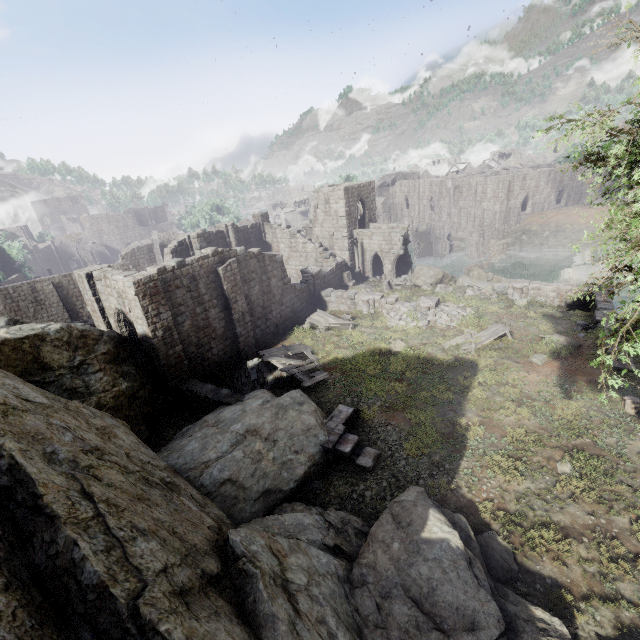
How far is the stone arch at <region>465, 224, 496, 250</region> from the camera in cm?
4816

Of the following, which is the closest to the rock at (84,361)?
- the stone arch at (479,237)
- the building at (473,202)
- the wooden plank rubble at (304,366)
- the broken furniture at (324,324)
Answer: the building at (473,202)

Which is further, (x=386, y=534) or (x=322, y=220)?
(x=322, y=220)

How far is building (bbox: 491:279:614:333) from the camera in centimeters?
1878cm

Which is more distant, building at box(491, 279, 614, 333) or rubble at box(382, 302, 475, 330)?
rubble at box(382, 302, 475, 330)

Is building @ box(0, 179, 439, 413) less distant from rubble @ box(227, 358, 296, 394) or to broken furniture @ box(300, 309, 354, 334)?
rubble @ box(227, 358, 296, 394)

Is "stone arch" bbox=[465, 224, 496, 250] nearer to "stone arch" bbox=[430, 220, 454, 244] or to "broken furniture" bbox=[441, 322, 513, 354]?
"stone arch" bbox=[430, 220, 454, 244]

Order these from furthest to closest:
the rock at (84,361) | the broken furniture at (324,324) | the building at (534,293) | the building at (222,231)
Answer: the broken furniture at (324,324), the building at (534,293), the building at (222,231), the rock at (84,361)
